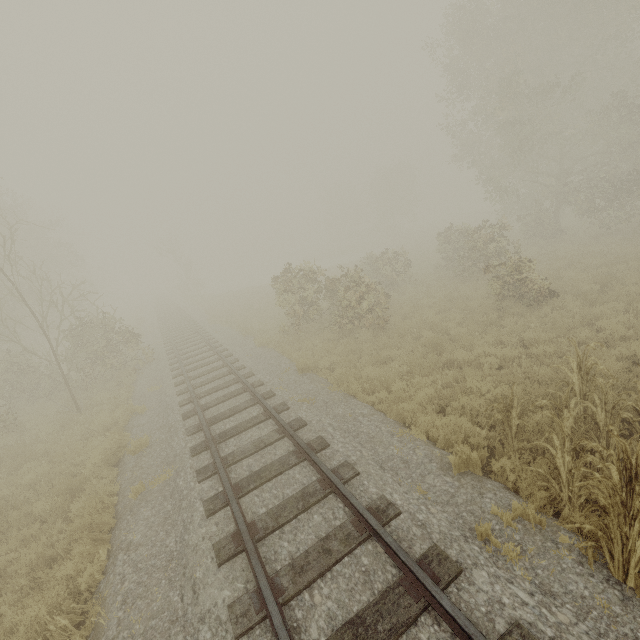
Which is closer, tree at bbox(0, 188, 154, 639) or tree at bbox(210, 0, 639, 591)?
tree at bbox(210, 0, 639, 591)

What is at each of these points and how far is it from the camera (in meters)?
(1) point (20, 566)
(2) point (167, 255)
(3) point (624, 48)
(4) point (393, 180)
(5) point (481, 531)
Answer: (1) tree, 5.78
(2) tree, 39.16
(3) tree, 23.06
(4) tree, 48.12
(5) tree, 4.12

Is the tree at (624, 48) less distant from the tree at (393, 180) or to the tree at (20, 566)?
the tree at (20, 566)

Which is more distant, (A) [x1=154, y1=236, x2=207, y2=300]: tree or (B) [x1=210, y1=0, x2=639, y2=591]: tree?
(A) [x1=154, y1=236, x2=207, y2=300]: tree

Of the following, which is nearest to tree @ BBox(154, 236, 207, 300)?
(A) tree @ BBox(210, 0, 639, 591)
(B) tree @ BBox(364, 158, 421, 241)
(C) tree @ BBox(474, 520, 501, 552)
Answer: (B) tree @ BBox(364, 158, 421, 241)

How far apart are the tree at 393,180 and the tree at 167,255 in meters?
31.3

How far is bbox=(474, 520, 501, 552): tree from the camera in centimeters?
395cm

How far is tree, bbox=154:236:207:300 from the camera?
39.4m
